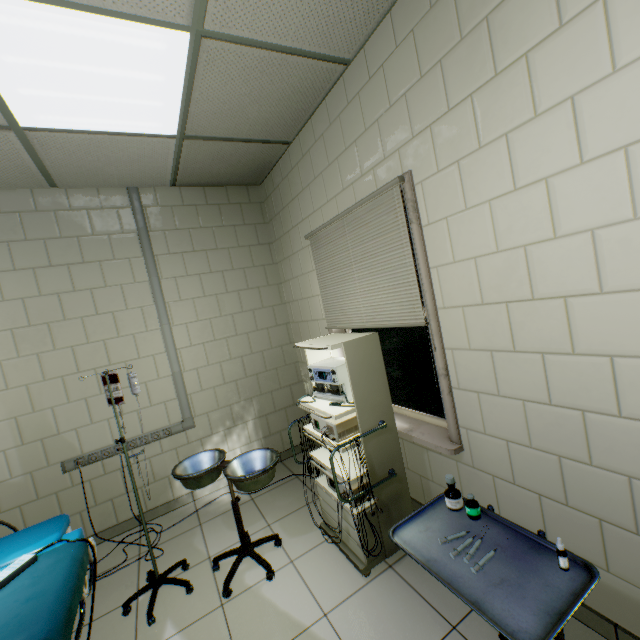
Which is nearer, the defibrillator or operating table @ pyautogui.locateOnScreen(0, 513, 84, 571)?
operating table @ pyautogui.locateOnScreen(0, 513, 84, 571)

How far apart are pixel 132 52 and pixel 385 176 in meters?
1.6

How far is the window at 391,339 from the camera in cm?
227

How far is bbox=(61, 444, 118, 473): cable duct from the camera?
2.9 meters

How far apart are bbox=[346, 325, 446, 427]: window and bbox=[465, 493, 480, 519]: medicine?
0.8m

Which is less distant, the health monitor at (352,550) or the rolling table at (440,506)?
the rolling table at (440,506)

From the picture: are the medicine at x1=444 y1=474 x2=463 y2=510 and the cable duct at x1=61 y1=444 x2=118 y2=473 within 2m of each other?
no

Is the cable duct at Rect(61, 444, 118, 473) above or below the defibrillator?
below
